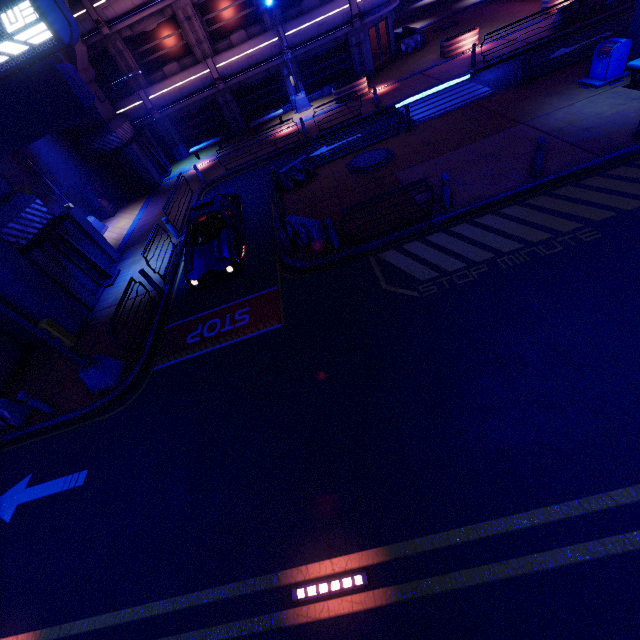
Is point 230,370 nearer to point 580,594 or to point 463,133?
point 580,594

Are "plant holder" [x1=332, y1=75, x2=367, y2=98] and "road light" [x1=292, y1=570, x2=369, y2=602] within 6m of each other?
no

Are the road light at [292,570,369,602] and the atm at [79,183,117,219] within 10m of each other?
no

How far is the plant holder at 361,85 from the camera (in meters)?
20.64

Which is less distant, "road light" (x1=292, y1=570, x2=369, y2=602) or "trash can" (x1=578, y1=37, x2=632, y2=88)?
"road light" (x1=292, y1=570, x2=369, y2=602)

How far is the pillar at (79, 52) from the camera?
17.64m

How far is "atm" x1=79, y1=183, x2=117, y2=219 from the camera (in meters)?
19.66

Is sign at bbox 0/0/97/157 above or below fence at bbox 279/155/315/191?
above
